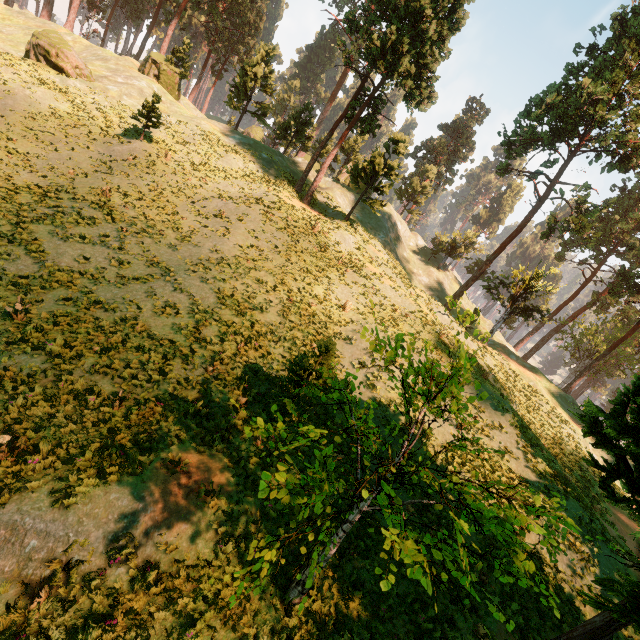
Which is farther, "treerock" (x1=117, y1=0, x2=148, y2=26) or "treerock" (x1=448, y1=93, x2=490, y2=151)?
"treerock" (x1=448, y1=93, x2=490, y2=151)

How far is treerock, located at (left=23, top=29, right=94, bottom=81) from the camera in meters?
27.2 m

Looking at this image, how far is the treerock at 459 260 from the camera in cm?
4697

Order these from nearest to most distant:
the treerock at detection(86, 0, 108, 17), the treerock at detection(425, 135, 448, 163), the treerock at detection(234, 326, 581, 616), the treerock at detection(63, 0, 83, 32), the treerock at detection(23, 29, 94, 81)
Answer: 1. the treerock at detection(234, 326, 581, 616)
2. the treerock at detection(23, 29, 94, 81)
3. the treerock at detection(63, 0, 83, 32)
4. the treerock at detection(86, 0, 108, 17)
5. the treerock at detection(425, 135, 448, 163)

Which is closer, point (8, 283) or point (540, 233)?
point (8, 283)
